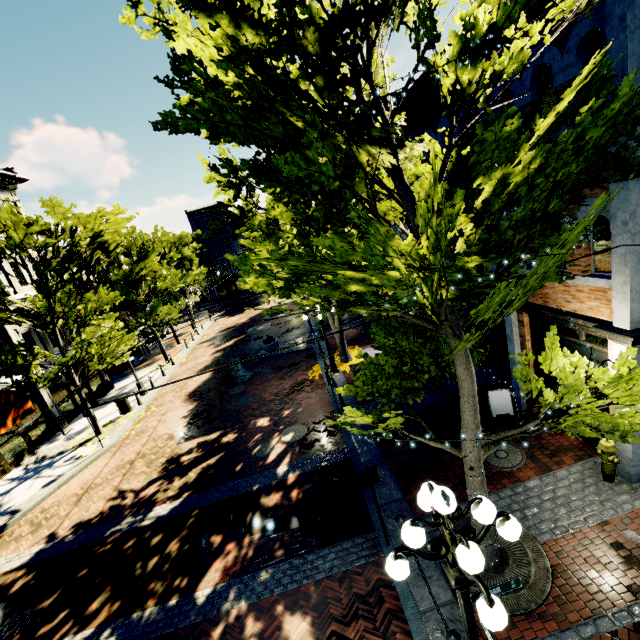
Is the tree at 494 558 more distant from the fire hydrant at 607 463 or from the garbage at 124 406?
the fire hydrant at 607 463

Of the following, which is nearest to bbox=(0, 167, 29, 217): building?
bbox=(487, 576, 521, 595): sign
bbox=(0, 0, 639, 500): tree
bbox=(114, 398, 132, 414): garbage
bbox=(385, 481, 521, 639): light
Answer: bbox=(0, 0, 639, 500): tree

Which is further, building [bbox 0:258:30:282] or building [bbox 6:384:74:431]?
building [bbox 0:258:30:282]

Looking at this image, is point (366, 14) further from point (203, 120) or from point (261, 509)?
point (261, 509)

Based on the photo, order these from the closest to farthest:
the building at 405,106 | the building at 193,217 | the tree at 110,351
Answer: the building at 405,106
the tree at 110,351
the building at 193,217

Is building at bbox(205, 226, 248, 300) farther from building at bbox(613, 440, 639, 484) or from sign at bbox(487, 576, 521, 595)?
sign at bbox(487, 576, 521, 595)

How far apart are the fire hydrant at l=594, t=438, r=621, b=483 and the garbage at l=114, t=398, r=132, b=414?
19.2 meters

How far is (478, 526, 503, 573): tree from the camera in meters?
5.6 m
